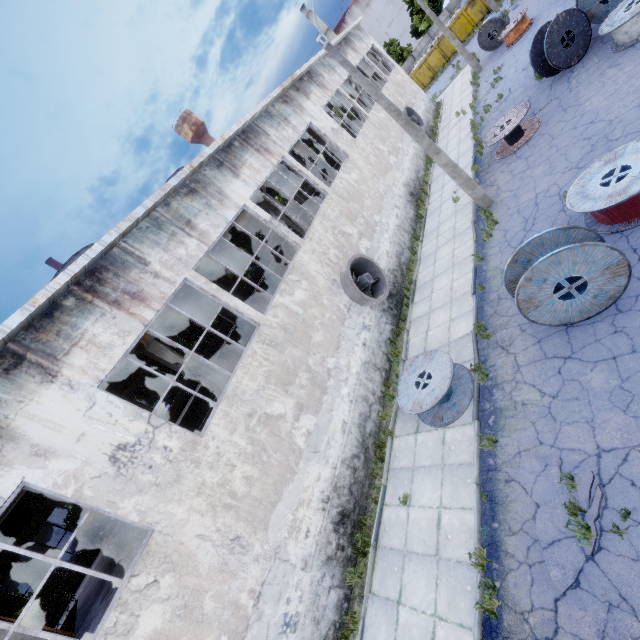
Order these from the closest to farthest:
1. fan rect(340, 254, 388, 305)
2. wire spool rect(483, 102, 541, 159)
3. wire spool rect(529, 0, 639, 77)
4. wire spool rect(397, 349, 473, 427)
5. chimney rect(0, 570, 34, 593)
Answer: wire spool rect(397, 349, 473, 427) → wire spool rect(529, 0, 639, 77) → fan rect(340, 254, 388, 305) → wire spool rect(483, 102, 541, 159) → chimney rect(0, 570, 34, 593)

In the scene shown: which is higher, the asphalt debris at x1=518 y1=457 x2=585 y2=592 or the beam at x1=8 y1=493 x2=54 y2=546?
the beam at x1=8 y1=493 x2=54 y2=546

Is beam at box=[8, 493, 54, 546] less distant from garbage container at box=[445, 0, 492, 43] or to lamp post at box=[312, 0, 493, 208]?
garbage container at box=[445, 0, 492, 43]

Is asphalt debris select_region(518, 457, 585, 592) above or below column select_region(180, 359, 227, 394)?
below

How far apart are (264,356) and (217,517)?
4.26m

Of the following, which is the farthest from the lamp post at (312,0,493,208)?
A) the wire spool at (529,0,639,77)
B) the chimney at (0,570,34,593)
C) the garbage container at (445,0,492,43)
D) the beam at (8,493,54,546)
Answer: the chimney at (0,570,34,593)

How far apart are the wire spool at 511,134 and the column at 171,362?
14.5 meters

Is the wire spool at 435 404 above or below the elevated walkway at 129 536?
below
